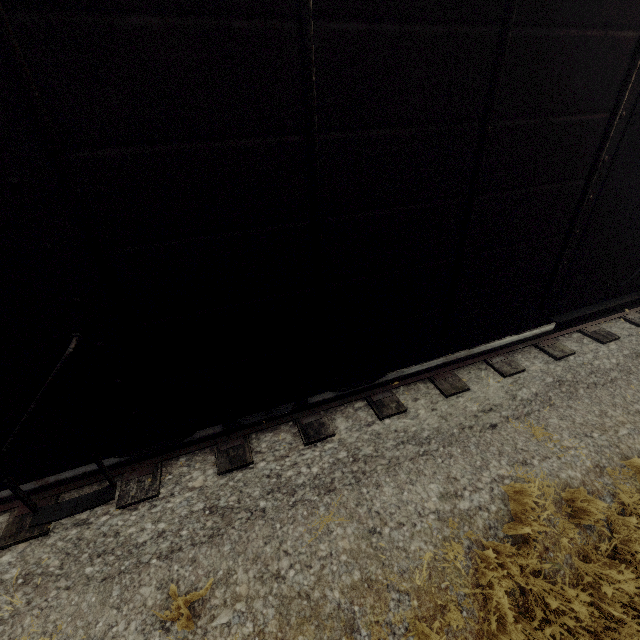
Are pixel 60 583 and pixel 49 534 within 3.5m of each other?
yes
